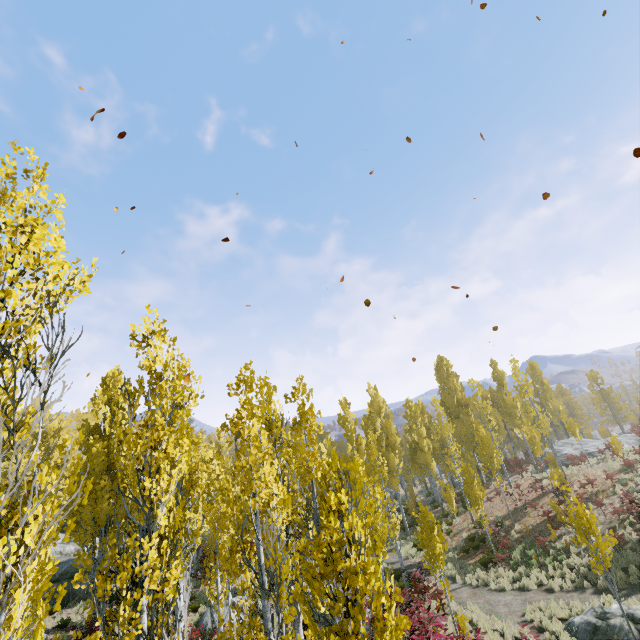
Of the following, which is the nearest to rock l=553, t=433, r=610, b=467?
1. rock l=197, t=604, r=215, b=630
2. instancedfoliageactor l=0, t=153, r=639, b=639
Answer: instancedfoliageactor l=0, t=153, r=639, b=639

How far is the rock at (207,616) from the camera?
16.5 meters

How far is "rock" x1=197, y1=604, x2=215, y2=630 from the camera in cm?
1651

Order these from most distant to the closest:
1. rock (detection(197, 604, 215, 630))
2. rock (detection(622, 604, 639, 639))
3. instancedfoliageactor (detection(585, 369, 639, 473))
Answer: instancedfoliageactor (detection(585, 369, 639, 473))
rock (detection(197, 604, 215, 630))
rock (detection(622, 604, 639, 639))

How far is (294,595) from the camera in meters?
5.8

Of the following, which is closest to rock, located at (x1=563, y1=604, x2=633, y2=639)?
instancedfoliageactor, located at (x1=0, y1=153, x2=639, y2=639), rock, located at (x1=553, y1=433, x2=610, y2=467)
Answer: instancedfoliageactor, located at (x1=0, y1=153, x2=639, y2=639)

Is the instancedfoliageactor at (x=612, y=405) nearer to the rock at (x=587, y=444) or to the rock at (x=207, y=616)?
the rock at (x=207, y=616)

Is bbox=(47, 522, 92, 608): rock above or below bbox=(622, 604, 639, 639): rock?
above
